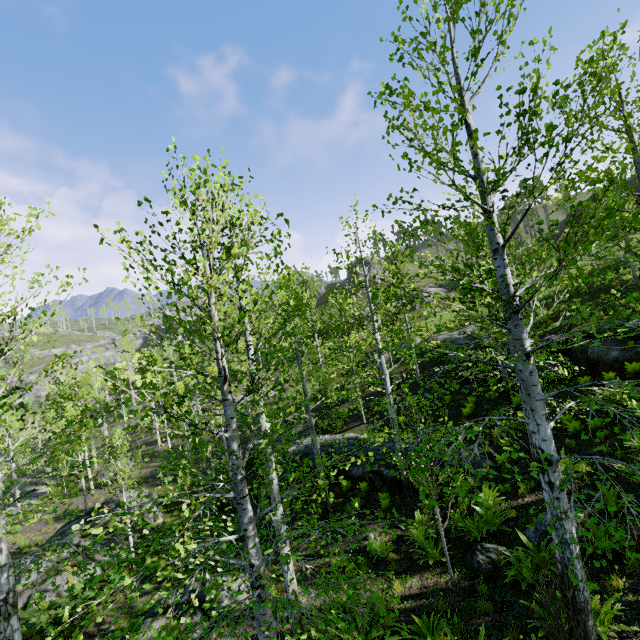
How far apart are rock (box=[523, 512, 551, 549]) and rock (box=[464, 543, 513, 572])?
0.7m

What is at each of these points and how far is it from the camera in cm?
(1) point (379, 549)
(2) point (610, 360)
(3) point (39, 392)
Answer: (1) instancedfoliageactor, 998
(2) rock, 1314
(3) rock, 5756

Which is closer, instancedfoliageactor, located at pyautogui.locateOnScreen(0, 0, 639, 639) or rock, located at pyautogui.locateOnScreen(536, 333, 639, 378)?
instancedfoliageactor, located at pyautogui.locateOnScreen(0, 0, 639, 639)

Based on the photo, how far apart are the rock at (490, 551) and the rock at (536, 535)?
0.69m

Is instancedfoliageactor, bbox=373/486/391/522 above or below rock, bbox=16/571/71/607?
above

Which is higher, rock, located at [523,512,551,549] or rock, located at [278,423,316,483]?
rock, located at [523,512,551,549]

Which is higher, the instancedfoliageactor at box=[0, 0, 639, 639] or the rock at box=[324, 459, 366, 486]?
the instancedfoliageactor at box=[0, 0, 639, 639]

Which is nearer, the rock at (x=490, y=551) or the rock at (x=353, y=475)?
the rock at (x=490, y=551)
